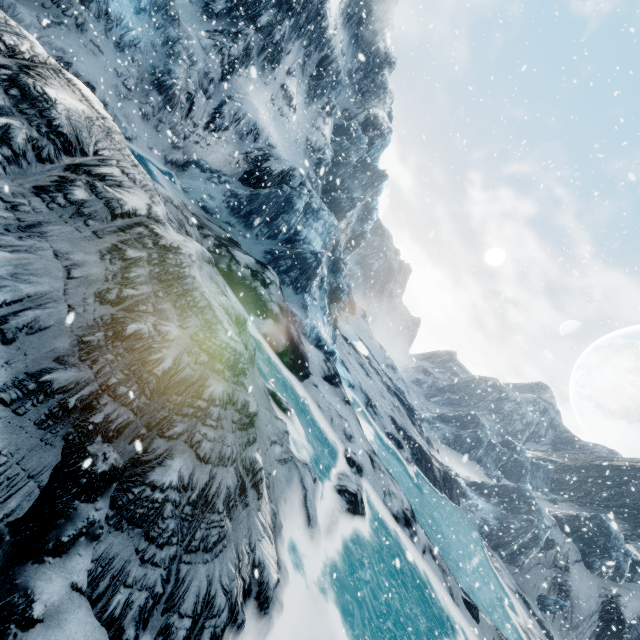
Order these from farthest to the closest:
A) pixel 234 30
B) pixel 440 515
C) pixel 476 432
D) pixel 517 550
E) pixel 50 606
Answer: pixel 476 432 → pixel 517 550 → pixel 440 515 → pixel 234 30 → pixel 50 606
